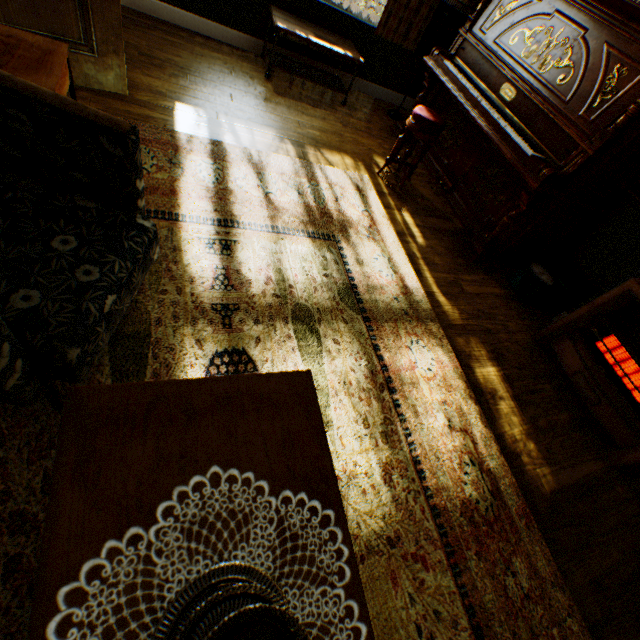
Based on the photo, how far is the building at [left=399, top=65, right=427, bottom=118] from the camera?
5.11m

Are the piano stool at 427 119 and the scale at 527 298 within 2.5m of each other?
yes

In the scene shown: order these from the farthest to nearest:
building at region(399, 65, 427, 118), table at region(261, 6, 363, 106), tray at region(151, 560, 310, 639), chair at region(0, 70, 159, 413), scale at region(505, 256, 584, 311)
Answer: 1. building at region(399, 65, 427, 118)
2. table at region(261, 6, 363, 106)
3. scale at region(505, 256, 584, 311)
4. chair at region(0, 70, 159, 413)
5. tray at region(151, 560, 310, 639)

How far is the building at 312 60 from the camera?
4.38m

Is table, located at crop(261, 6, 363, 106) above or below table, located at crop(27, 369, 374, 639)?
Result: below

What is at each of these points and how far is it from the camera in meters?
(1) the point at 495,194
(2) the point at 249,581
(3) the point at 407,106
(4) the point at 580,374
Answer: (1) piano, 3.6 m
(2) tray, 0.7 m
(3) building, 5.5 m
(4) heater, 2.7 m

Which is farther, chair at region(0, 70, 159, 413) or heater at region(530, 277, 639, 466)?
heater at region(530, 277, 639, 466)
